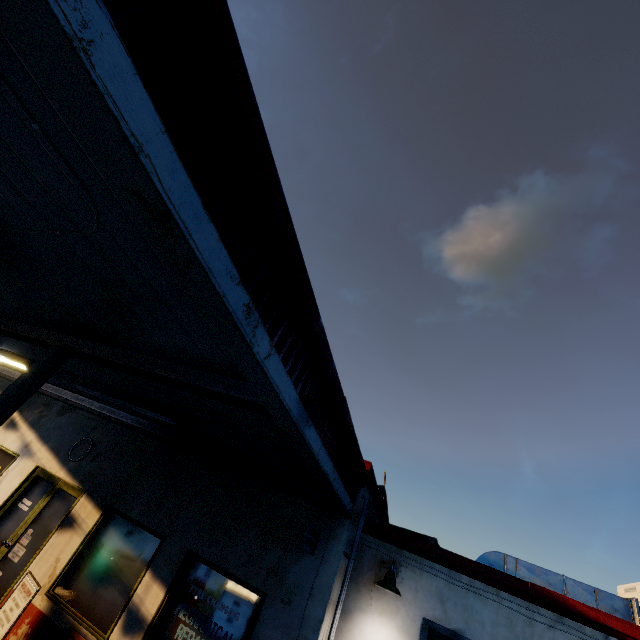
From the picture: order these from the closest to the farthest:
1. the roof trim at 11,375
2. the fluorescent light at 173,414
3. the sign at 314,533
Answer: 1. the sign at 314,533
2. the fluorescent light at 173,414
3. the roof trim at 11,375

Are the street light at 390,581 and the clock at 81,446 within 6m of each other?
no

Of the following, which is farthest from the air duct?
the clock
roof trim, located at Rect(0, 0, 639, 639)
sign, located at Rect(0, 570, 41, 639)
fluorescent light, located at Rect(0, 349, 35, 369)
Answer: fluorescent light, located at Rect(0, 349, 35, 369)

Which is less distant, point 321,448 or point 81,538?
point 321,448

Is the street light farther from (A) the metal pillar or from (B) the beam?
(A) the metal pillar

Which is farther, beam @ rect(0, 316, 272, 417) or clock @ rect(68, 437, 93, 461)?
clock @ rect(68, 437, 93, 461)

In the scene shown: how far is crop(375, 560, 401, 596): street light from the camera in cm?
516

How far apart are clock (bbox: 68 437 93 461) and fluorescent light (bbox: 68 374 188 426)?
2.0 meters
